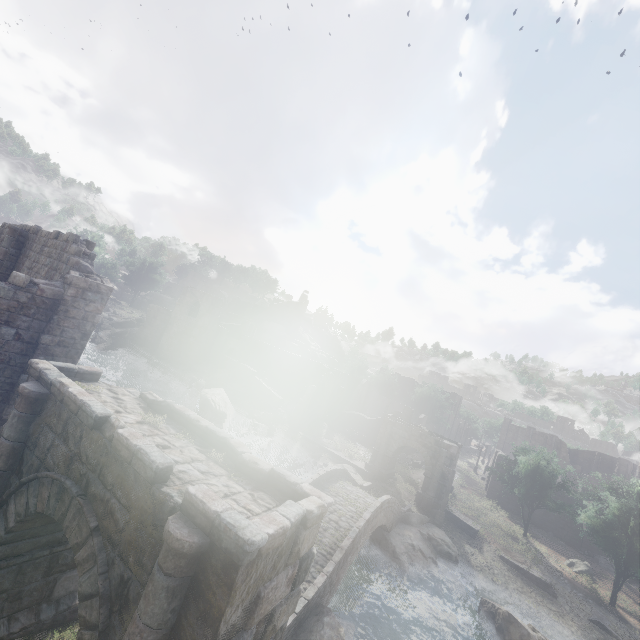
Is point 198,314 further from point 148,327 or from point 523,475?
point 523,475

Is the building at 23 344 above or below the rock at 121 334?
above

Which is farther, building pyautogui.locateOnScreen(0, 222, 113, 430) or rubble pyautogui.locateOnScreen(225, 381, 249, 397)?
rubble pyautogui.locateOnScreen(225, 381, 249, 397)

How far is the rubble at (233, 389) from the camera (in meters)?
43.40

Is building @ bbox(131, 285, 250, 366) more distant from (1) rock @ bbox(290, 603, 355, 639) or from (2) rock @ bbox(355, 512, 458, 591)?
(2) rock @ bbox(355, 512, 458, 591)

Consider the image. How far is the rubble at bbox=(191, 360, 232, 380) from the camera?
46.69m

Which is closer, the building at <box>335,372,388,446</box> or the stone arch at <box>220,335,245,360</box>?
the building at <box>335,372,388,446</box>

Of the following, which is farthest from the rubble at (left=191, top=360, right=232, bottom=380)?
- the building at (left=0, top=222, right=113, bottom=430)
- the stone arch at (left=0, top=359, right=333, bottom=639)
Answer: the stone arch at (left=0, top=359, right=333, bottom=639)
